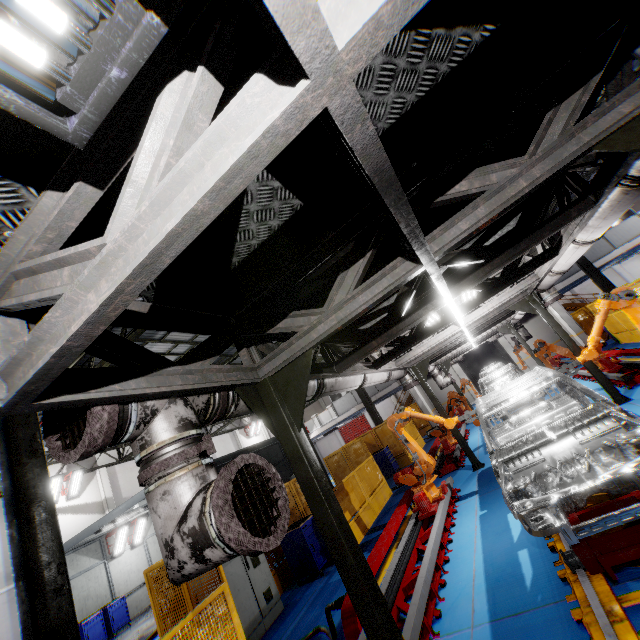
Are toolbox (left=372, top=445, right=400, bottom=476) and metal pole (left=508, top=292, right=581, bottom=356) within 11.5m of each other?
yes

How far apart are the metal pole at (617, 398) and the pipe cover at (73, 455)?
10.1m

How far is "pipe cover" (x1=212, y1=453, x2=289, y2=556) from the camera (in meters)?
1.84

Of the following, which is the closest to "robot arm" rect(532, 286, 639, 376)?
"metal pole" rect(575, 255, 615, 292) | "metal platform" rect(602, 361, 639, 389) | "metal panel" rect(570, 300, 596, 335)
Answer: "metal platform" rect(602, 361, 639, 389)

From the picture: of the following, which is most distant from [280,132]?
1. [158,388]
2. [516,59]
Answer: [516,59]

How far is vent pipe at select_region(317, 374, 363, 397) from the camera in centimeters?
489cm

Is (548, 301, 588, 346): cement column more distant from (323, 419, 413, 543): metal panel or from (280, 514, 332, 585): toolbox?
(280, 514, 332, 585): toolbox

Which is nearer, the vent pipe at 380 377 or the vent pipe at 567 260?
the vent pipe at 567 260
